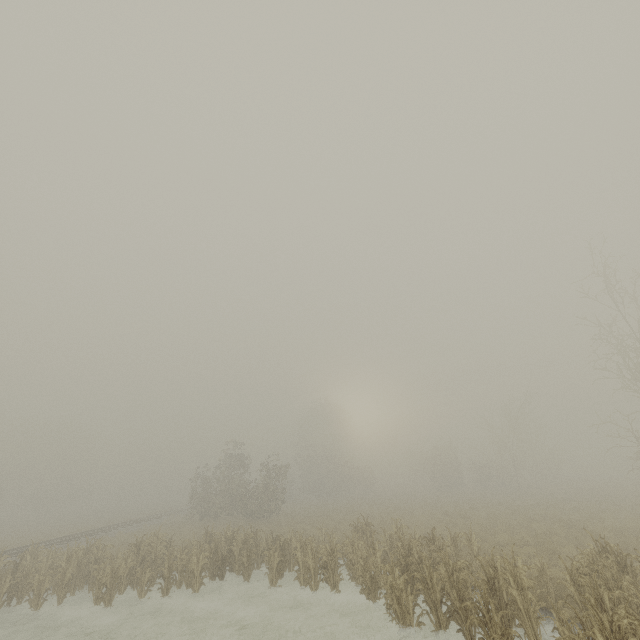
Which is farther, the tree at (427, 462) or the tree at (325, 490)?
the tree at (325, 490)

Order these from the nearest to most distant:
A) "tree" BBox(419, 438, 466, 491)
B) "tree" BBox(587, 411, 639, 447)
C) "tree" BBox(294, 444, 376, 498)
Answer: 1. "tree" BBox(587, 411, 639, 447)
2. "tree" BBox(419, 438, 466, 491)
3. "tree" BBox(294, 444, 376, 498)

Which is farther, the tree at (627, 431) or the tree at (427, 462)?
the tree at (427, 462)

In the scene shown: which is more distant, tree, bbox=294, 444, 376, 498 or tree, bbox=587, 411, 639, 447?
tree, bbox=294, 444, 376, 498

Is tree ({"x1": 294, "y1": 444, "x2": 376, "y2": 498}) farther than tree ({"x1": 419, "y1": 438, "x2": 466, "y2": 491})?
Yes

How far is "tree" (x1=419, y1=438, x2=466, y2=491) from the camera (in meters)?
44.50

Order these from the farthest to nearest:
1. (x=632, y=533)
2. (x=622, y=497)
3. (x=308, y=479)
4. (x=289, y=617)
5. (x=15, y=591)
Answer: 1. (x=308, y=479)
2. (x=622, y=497)
3. (x=632, y=533)
4. (x=15, y=591)
5. (x=289, y=617)
